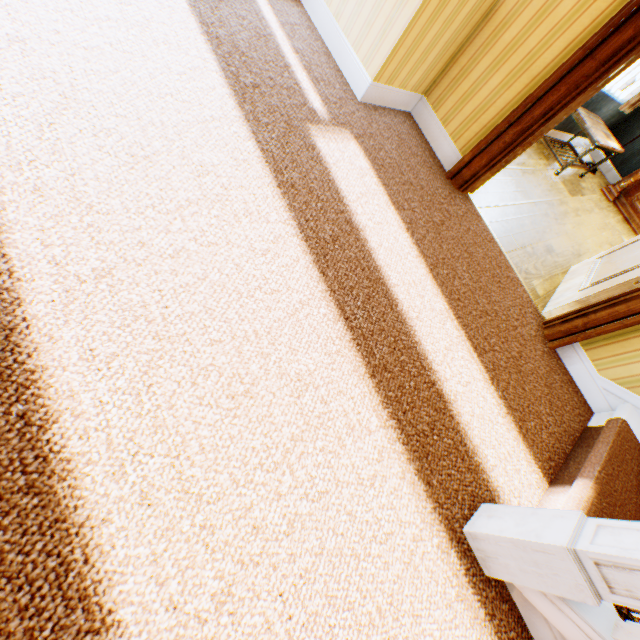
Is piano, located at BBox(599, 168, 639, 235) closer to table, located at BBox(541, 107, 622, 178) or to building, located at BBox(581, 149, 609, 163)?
building, located at BBox(581, 149, 609, 163)

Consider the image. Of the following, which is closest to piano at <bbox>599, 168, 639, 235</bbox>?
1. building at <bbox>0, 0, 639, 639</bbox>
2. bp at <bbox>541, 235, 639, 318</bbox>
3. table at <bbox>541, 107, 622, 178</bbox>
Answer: building at <bbox>0, 0, 639, 639</bbox>

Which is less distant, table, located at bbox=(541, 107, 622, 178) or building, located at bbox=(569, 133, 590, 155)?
table, located at bbox=(541, 107, 622, 178)

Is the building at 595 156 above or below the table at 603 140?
below

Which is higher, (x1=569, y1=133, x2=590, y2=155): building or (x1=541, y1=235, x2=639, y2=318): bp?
(x1=541, y1=235, x2=639, y2=318): bp

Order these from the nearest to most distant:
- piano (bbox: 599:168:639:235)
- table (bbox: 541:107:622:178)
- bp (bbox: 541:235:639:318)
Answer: bp (bbox: 541:235:639:318)
table (bbox: 541:107:622:178)
piano (bbox: 599:168:639:235)

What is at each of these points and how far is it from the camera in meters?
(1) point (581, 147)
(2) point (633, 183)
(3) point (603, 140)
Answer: (1) building, 6.1 m
(2) piano, 5.3 m
(3) table, 4.2 m

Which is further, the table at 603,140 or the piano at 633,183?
the piano at 633,183
